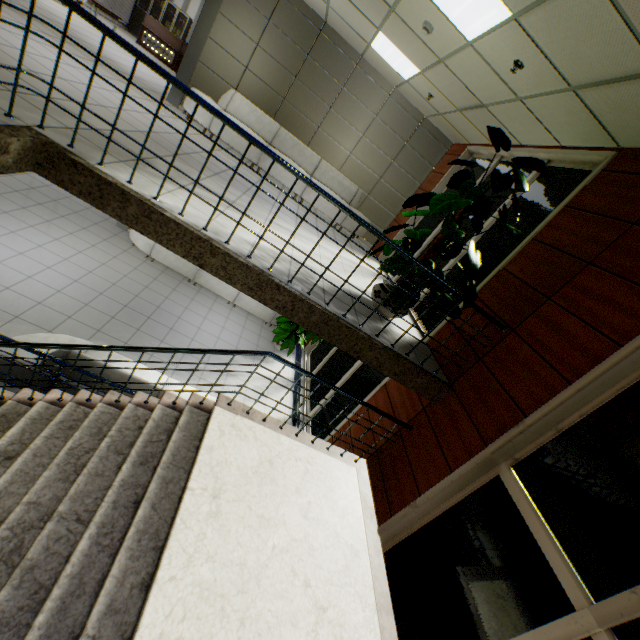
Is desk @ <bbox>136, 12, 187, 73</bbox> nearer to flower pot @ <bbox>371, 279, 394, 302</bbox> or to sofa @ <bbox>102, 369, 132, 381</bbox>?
sofa @ <bbox>102, 369, 132, 381</bbox>

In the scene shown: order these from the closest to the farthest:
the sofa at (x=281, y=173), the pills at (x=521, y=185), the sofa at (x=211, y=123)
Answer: the pills at (x=521, y=185), the sofa at (x=211, y=123), the sofa at (x=281, y=173)

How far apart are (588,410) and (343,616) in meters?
2.9

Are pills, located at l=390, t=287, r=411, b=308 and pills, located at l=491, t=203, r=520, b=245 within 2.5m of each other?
yes

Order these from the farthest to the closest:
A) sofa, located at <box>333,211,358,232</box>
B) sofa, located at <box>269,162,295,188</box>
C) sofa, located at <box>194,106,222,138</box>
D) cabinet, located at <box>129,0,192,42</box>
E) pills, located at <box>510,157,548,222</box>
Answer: cabinet, located at <box>129,0,192,42</box> → sofa, located at <box>333,211,358,232</box> → sofa, located at <box>269,162,295,188</box> → sofa, located at <box>194,106,222,138</box> → pills, located at <box>510,157,548,222</box>

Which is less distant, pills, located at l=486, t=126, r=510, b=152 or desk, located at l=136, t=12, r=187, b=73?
pills, located at l=486, t=126, r=510, b=152

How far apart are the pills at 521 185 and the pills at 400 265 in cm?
19

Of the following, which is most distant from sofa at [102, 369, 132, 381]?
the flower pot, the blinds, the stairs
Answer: the blinds
